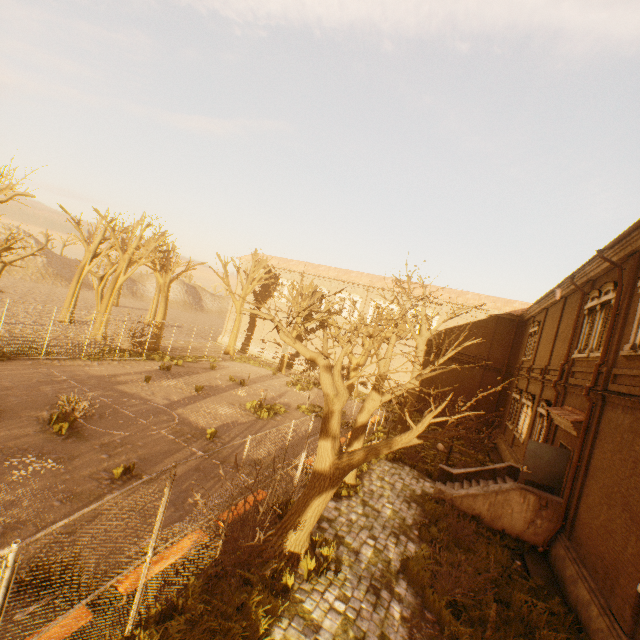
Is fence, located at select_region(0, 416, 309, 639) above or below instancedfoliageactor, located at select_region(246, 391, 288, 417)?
above

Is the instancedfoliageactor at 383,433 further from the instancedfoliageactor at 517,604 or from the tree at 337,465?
the instancedfoliageactor at 517,604

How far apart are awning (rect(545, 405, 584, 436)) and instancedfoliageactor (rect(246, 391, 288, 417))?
13.09m

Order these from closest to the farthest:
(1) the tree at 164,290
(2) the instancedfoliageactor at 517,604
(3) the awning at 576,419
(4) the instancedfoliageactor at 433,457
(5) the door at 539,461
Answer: (2) the instancedfoliageactor at 517,604 → (3) the awning at 576,419 → (5) the door at 539,461 → (4) the instancedfoliageactor at 433,457 → (1) the tree at 164,290

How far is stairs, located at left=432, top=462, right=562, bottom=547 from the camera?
11.1 meters

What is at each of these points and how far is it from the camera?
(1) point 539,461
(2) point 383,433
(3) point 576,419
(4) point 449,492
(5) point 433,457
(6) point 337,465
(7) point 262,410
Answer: (1) door, 11.78m
(2) instancedfoliageactor, 20.17m
(3) awning, 11.11m
(4) stairs, 12.34m
(5) instancedfoliageactor, 18.20m
(6) tree, 7.78m
(7) instancedfoliageactor, 17.38m

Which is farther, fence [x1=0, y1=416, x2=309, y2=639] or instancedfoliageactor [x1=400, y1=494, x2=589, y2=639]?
instancedfoliageactor [x1=400, y1=494, x2=589, y2=639]

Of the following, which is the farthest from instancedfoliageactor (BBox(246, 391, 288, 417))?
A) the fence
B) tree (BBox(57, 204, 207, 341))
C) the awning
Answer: the awning
